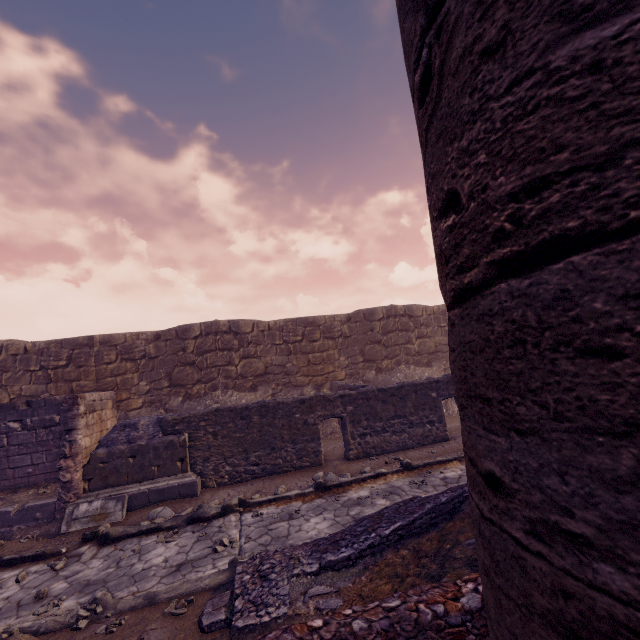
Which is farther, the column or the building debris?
the building debris

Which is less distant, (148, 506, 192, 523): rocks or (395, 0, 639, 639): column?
(395, 0, 639, 639): column

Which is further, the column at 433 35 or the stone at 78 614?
the stone at 78 614

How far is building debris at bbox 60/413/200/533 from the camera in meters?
7.0 m

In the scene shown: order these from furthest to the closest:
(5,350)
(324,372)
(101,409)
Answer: (324,372) < (5,350) < (101,409)

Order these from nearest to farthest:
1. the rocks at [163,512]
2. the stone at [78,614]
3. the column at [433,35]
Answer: the column at [433,35], the stone at [78,614], the rocks at [163,512]

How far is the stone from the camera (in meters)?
3.80

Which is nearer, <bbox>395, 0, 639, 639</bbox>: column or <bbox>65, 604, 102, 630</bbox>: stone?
<bbox>395, 0, 639, 639</bbox>: column
